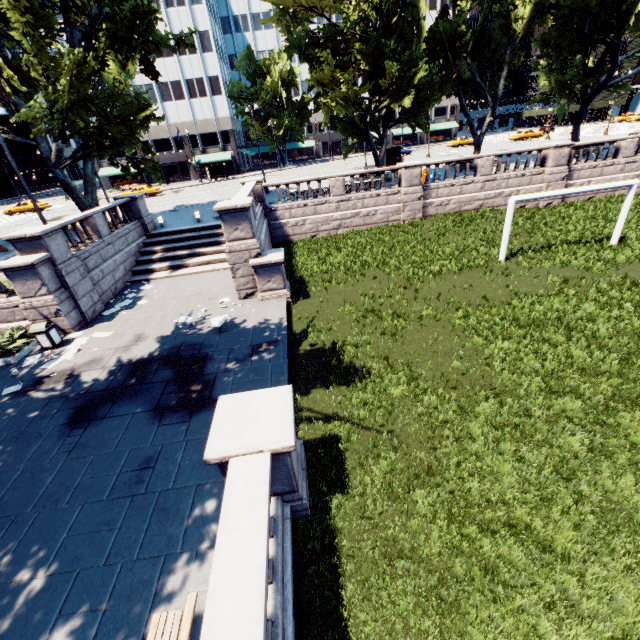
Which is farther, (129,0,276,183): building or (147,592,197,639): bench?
(129,0,276,183): building

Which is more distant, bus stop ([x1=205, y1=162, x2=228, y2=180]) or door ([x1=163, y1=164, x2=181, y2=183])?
door ([x1=163, y1=164, x2=181, y2=183])

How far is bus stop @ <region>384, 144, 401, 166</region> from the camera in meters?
37.7

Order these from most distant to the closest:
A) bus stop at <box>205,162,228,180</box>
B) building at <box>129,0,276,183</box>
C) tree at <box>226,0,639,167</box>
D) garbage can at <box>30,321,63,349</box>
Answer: bus stop at <box>205,162,228,180</box>
building at <box>129,0,276,183</box>
tree at <box>226,0,639,167</box>
garbage can at <box>30,321,63,349</box>

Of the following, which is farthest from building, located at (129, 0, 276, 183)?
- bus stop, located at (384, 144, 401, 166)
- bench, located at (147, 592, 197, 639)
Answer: bench, located at (147, 592, 197, 639)

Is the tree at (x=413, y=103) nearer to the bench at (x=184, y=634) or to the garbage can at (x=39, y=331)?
the garbage can at (x=39, y=331)

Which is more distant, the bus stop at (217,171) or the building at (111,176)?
the building at (111,176)

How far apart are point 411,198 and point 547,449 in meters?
18.6 m
